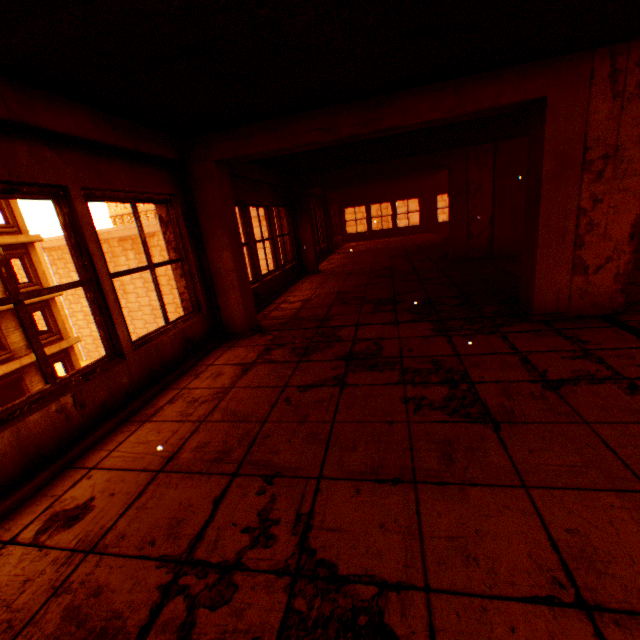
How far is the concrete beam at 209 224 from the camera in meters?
3.2 m

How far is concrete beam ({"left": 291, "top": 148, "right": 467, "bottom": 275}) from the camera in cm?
786

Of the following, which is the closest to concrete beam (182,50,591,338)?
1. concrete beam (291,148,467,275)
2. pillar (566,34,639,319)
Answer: pillar (566,34,639,319)

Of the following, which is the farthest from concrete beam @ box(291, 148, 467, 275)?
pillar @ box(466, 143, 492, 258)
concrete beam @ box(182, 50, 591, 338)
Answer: concrete beam @ box(182, 50, 591, 338)

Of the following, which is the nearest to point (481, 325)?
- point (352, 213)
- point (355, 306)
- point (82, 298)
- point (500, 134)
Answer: point (355, 306)

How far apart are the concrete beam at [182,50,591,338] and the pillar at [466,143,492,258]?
4.6m

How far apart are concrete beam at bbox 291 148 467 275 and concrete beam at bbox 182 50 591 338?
4.6 meters

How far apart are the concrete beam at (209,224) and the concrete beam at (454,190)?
4.6m
